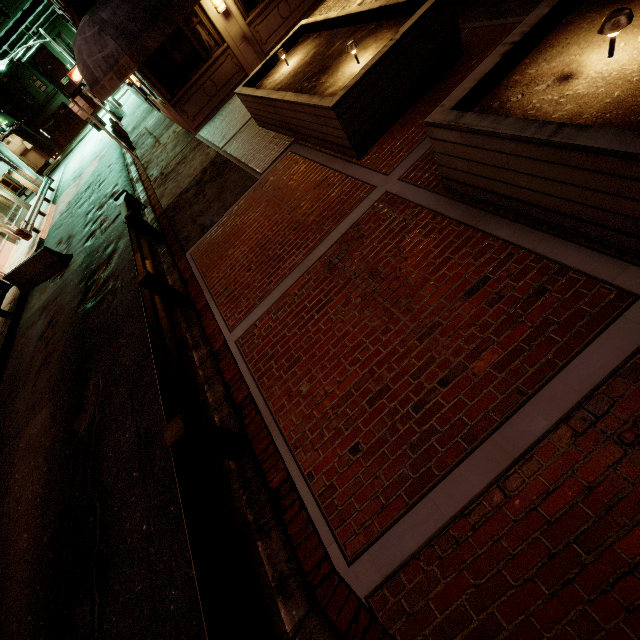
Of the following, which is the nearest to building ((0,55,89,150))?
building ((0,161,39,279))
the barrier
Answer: building ((0,161,39,279))

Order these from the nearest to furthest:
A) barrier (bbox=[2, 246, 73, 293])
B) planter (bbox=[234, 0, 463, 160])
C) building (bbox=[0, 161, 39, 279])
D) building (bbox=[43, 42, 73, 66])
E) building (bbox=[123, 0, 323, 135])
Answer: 1. planter (bbox=[234, 0, 463, 160])
2. building (bbox=[123, 0, 323, 135])
3. barrier (bbox=[2, 246, 73, 293])
4. building (bbox=[0, 161, 39, 279])
5. building (bbox=[43, 42, 73, 66])

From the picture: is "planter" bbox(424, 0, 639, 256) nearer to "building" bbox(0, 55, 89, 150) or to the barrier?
the barrier

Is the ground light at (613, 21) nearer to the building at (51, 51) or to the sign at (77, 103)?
the sign at (77, 103)

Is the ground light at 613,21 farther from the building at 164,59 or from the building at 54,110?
the building at 54,110

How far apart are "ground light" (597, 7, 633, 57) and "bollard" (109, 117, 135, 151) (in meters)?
22.37

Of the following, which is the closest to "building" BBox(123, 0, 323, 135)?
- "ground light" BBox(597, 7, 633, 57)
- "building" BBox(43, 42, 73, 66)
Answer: "ground light" BBox(597, 7, 633, 57)

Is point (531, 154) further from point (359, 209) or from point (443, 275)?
point (359, 209)
